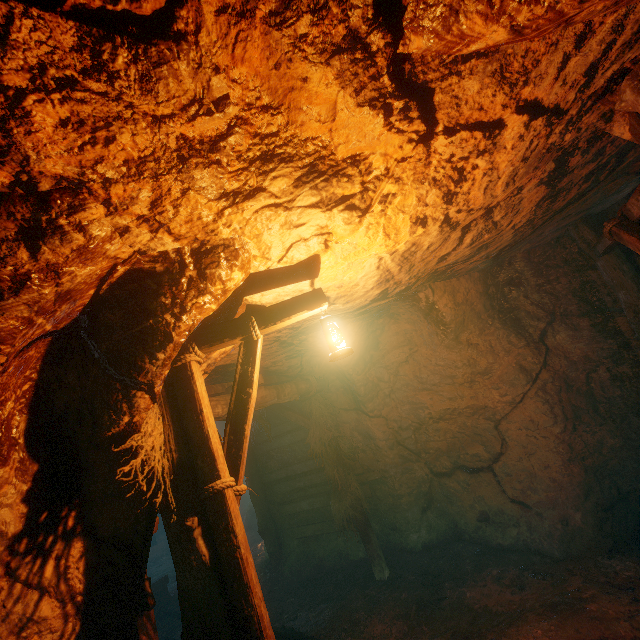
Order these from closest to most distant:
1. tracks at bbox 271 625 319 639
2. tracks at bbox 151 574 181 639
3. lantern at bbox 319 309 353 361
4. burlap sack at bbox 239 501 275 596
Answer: lantern at bbox 319 309 353 361
tracks at bbox 271 625 319 639
tracks at bbox 151 574 181 639
burlap sack at bbox 239 501 275 596

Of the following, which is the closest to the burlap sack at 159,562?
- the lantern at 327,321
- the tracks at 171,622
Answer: the tracks at 171,622

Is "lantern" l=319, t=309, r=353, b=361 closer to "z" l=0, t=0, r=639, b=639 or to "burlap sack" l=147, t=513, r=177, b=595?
"z" l=0, t=0, r=639, b=639

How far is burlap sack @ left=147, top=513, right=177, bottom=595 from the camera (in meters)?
10.35

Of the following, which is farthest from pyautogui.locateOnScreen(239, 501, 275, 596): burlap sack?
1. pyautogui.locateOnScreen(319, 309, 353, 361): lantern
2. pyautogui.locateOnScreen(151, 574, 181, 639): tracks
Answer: pyautogui.locateOnScreen(319, 309, 353, 361): lantern

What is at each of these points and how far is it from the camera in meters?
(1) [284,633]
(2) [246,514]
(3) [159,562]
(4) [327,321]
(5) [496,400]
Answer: (1) tracks, 5.3 m
(2) burlap sack, 13.4 m
(3) burlap sack, 13.8 m
(4) lantern, 2.9 m
(5) z, 5.6 m

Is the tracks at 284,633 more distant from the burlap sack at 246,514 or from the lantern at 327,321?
the lantern at 327,321

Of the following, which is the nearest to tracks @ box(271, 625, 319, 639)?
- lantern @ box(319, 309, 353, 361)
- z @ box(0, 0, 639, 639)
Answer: z @ box(0, 0, 639, 639)
